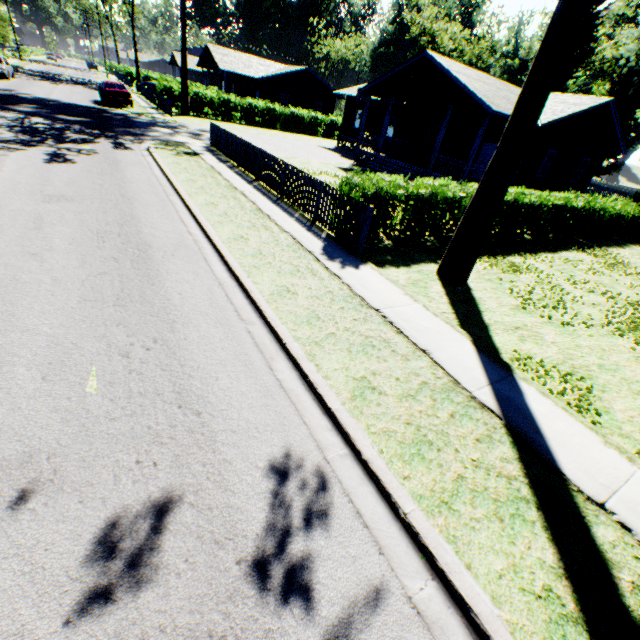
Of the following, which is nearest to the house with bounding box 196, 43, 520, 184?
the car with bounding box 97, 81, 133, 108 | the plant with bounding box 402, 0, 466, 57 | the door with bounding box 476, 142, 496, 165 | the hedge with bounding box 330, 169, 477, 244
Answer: the door with bounding box 476, 142, 496, 165

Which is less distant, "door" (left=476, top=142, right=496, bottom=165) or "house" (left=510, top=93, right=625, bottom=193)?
"house" (left=510, top=93, right=625, bottom=193)

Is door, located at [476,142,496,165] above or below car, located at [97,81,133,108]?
above

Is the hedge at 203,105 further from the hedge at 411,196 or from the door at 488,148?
the hedge at 411,196

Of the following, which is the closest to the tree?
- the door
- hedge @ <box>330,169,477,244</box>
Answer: hedge @ <box>330,169,477,244</box>

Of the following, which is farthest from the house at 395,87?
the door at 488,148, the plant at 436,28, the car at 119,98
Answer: the plant at 436,28

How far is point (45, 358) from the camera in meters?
3.9

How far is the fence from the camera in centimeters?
971cm
